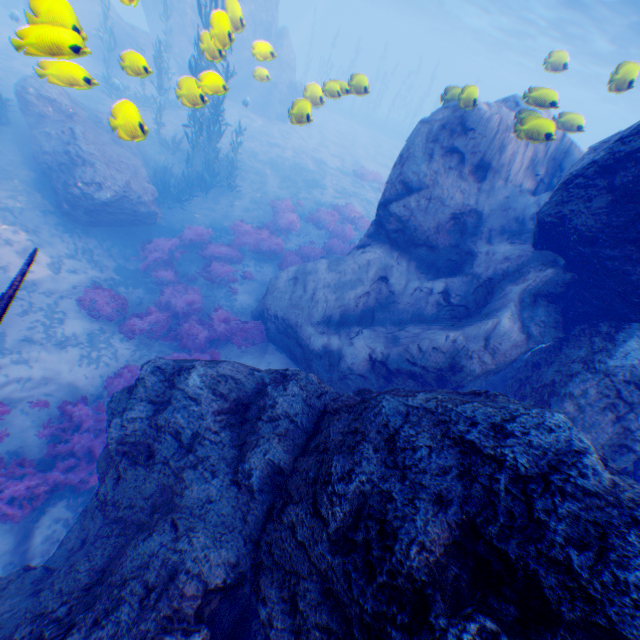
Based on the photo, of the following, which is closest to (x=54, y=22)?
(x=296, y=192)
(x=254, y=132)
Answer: (x=296, y=192)

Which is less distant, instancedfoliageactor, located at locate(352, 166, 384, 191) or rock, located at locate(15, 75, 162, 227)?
rock, located at locate(15, 75, 162, 227)

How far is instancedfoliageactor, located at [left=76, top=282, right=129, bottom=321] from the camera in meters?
9.9

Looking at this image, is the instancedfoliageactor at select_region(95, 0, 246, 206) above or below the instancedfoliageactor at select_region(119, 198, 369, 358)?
above

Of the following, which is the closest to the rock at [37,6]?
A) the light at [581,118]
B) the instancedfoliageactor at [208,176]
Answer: the light at [581,118]

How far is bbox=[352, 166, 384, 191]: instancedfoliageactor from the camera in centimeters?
2214cm

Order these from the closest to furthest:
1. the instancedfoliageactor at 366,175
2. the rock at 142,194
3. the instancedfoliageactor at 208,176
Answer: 1. the instancedfoliageactor at 208,176
2. the rock at 142,194
3. the instancedfoliageactor at 366,175
